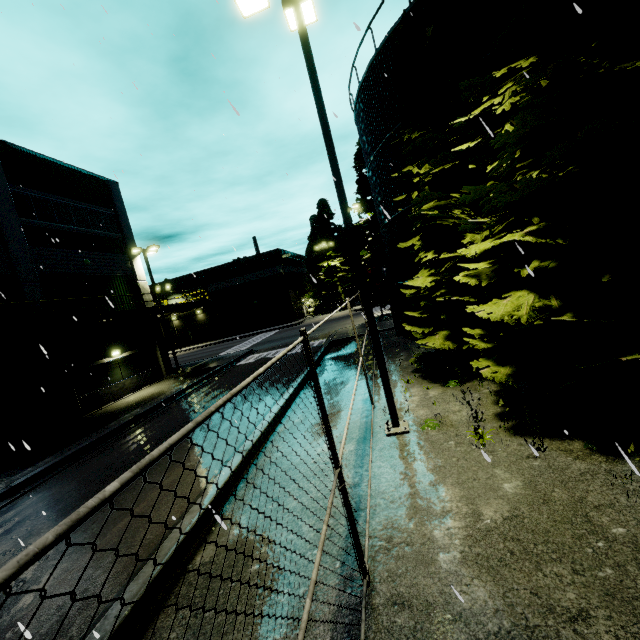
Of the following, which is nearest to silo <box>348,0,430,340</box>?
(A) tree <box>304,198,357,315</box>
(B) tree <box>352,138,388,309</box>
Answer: (B) tree <box>352,138,388,309</box>

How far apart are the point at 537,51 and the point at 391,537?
9.15m

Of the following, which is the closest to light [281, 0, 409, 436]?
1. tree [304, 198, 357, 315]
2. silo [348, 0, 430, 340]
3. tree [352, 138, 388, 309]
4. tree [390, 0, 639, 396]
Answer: silo [348, 0, 430, 340]

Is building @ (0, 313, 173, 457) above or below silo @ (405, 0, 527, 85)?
below

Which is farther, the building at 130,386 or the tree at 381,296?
the tree at 381,296

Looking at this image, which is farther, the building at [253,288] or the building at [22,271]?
the building at [253,288]

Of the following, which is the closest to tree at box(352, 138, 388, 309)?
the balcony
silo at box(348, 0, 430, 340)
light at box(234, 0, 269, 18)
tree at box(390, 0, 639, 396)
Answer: silo at box(348, 0, 430, 340)

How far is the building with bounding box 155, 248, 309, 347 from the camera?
47.1m
